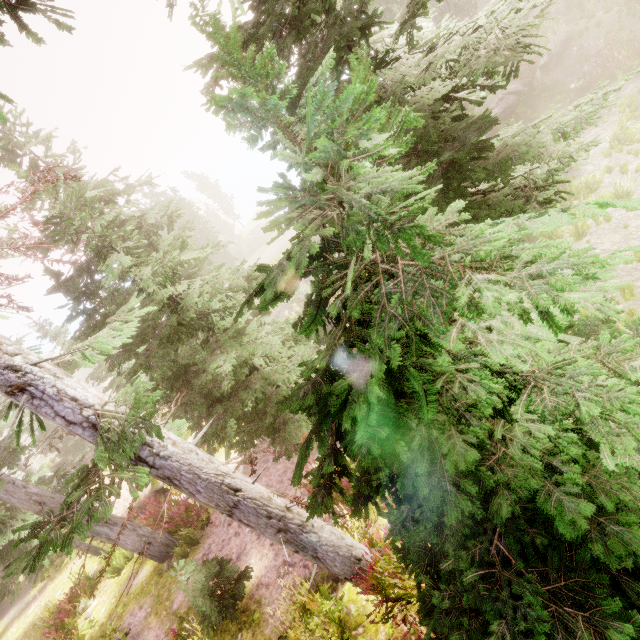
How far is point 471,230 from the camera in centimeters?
118cm

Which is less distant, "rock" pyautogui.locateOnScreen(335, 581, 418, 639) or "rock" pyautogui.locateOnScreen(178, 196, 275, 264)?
"rock" pyautogui.locateOnScreen(335, 581, 418, 639)

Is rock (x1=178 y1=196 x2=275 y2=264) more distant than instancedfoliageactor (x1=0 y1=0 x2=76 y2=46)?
Yes

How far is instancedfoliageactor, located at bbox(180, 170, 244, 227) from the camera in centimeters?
4591cm

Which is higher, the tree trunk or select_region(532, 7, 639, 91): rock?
select_region(532, 7, 639, 91): rock

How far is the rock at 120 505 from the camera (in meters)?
14.02

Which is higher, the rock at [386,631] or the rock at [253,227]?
the rock at [386,631]

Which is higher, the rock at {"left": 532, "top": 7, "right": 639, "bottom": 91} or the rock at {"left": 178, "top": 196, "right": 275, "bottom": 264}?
the rock at {"left": 532, "top": 7, "right": 639, "bottom": 91}
